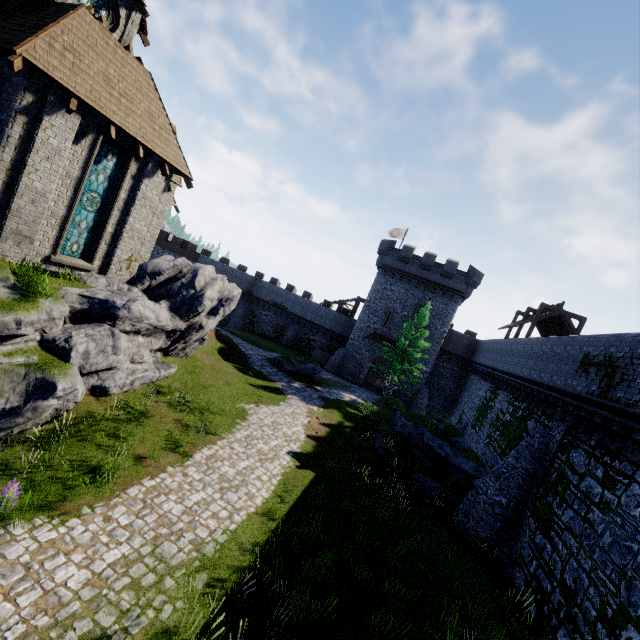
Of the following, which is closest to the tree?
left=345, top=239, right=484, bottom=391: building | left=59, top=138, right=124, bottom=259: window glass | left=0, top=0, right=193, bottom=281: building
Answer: left=345, top=239, right=484, bottom=391: building

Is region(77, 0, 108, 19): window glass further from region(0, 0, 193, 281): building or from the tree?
the tree

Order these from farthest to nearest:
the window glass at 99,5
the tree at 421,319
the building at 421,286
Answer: the building at 421,286
the tree at 421,319
the window glass at 99,5

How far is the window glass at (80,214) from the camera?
12.1 meters

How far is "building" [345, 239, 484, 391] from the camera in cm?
3541

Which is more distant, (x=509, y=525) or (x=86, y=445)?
(x=509, y=525)

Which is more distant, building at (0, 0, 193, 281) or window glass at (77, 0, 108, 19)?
window glass at (77, 0, 108, 19)

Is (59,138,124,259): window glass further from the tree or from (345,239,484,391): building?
(345,239,484,391): building
